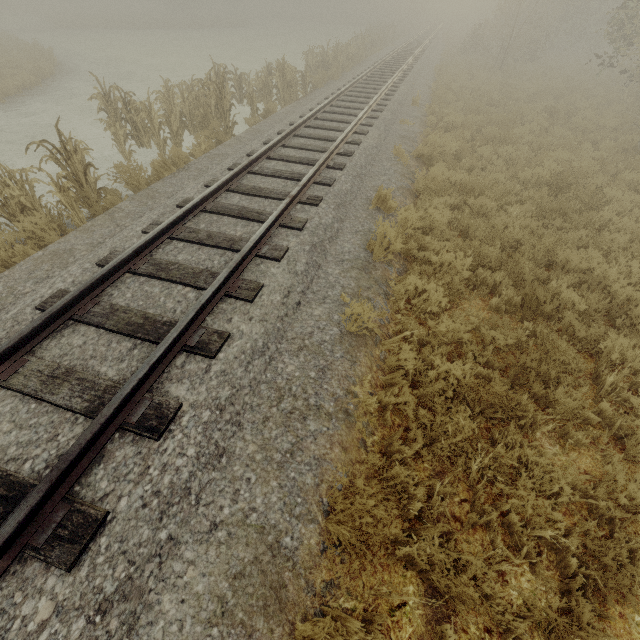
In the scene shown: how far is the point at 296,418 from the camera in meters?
3.3

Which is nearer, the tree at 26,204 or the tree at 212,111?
the tree at 26,204

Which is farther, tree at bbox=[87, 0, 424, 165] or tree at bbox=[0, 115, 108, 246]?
tree at bbox=[87, 0, 424, 165]
